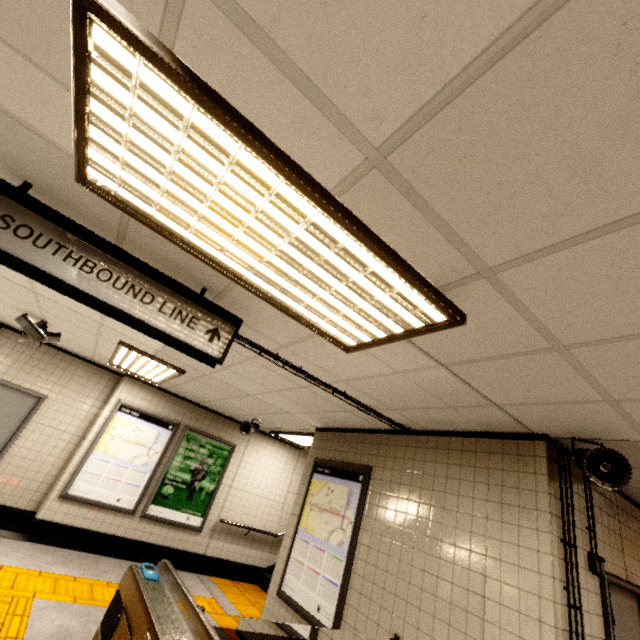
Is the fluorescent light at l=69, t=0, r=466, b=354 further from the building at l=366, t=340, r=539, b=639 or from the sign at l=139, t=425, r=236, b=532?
the sign at l=139, t=425, r=236, b=532

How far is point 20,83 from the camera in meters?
1.4

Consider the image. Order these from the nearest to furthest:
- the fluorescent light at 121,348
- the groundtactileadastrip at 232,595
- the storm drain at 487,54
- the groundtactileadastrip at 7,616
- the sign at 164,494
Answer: the storm drain at 487,54, the groundtactileadastrip at 7,616, the fluorescent light at 121,348, the groundtactileadastrip at 232,595, the sign at 164,494

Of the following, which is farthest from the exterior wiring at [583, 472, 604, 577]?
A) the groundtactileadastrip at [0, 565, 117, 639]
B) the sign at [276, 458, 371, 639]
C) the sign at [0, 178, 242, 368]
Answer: the sign at [0, 178, 242, 368]

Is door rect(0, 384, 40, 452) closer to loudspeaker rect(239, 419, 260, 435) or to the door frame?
loudspeaker rect(239, 419, 260, 435)

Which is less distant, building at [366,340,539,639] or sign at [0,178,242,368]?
sign at [0,178,242,368]

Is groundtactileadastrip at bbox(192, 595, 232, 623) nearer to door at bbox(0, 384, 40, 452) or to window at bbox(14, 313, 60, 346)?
door at bbox(0, 384, 40, 452)

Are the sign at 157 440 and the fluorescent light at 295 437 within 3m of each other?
yes
